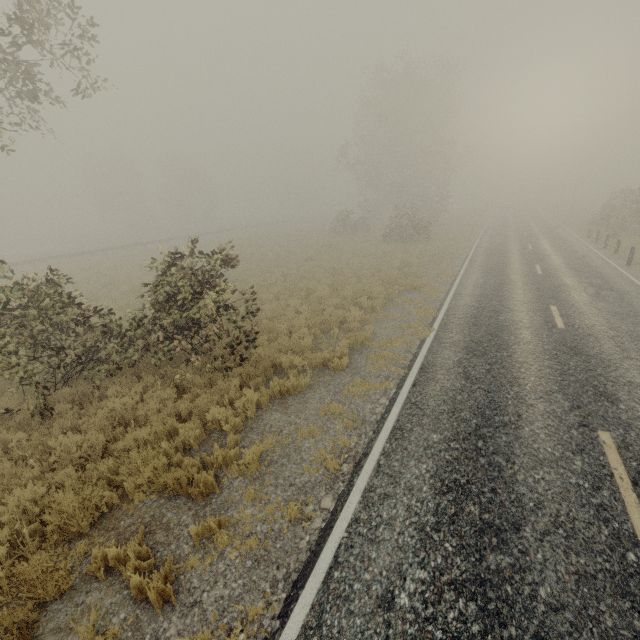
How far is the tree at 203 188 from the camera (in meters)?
53.78

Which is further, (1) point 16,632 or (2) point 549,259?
(2) point 549,259

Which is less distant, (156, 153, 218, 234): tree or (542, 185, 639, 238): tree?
(542, 185, 639, 238): tree

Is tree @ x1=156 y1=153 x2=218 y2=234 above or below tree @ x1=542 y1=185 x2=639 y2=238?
above

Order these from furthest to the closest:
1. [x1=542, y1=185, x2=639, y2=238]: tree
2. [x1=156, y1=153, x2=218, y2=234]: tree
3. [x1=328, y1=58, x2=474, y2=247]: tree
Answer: [x1=156, y1=153, x2=218, y2=234]: tree < [x1=328, y1=58, x2=474, y2=247]: tree < [x1=542, y1=185, x2=639, y2=238]: tree

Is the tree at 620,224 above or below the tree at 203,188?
below

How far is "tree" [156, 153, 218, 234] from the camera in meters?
53.8 m
